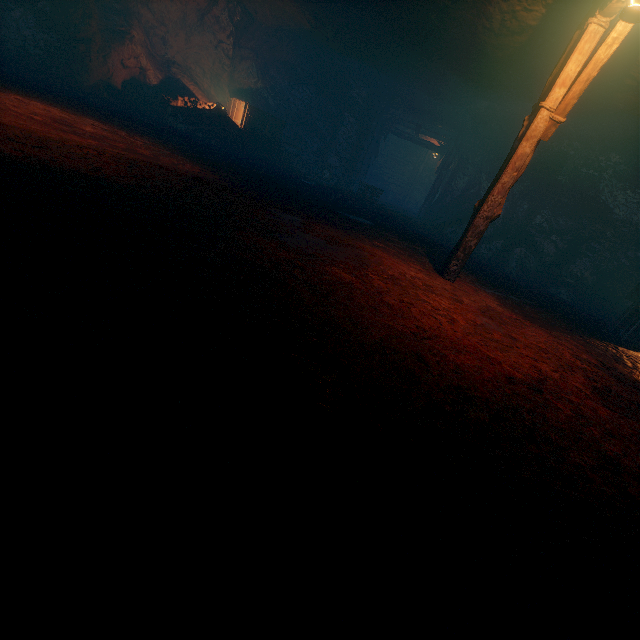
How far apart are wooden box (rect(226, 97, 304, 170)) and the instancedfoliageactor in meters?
13.6

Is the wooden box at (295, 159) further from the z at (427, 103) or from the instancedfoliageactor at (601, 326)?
the instancedfoliageactor at (601, 326)

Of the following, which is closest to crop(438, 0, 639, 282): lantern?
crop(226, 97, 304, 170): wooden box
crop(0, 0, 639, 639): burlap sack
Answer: crop(0, 0, 639, 639): burlap sack

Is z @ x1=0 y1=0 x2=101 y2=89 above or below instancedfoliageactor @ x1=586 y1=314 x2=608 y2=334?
above

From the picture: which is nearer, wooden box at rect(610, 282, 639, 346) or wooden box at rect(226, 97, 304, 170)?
Result: wooden box at rect(610, 282, 639, 346)

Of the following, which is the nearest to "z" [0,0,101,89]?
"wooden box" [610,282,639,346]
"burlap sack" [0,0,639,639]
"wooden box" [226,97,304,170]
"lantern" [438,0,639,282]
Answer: "burlap sack" [0,0,639,639]

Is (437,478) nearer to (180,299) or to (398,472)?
(398,472)

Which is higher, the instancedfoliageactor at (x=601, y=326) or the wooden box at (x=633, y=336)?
the wooden box at (x=633, y=336)
